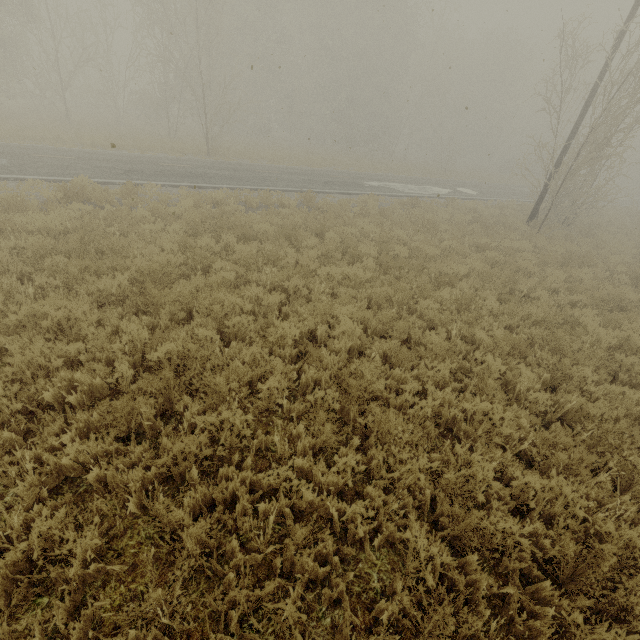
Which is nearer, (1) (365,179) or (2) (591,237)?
(2) (591,237)
